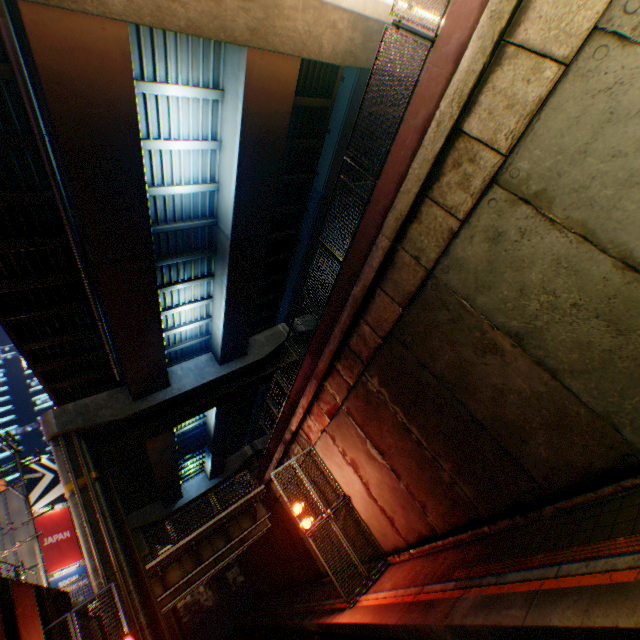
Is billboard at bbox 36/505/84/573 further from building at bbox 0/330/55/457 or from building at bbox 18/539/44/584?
building at bbox 0/330/55/457

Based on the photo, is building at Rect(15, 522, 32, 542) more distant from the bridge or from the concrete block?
the concrete block

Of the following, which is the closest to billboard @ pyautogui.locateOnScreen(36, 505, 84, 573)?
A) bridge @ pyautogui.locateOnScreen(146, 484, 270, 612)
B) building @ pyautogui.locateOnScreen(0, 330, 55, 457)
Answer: bridge @ pyautogui.locateOnScreen(146, 484, 270, 612)

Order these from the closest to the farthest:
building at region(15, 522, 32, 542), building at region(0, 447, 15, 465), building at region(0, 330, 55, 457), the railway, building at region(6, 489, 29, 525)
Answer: the railway, building at region(15, 522, 32, 542), building at region(6, 489, 29, 525), building at region(0, 447, 15, 465), building at region(0, 330, 55, 457)

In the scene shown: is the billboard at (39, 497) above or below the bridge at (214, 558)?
above

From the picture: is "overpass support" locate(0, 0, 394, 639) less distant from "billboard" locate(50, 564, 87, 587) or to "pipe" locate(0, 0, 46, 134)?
"pipe" locate(0, 0, 46, 134)

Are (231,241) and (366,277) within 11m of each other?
yes

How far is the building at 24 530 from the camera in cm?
2255
